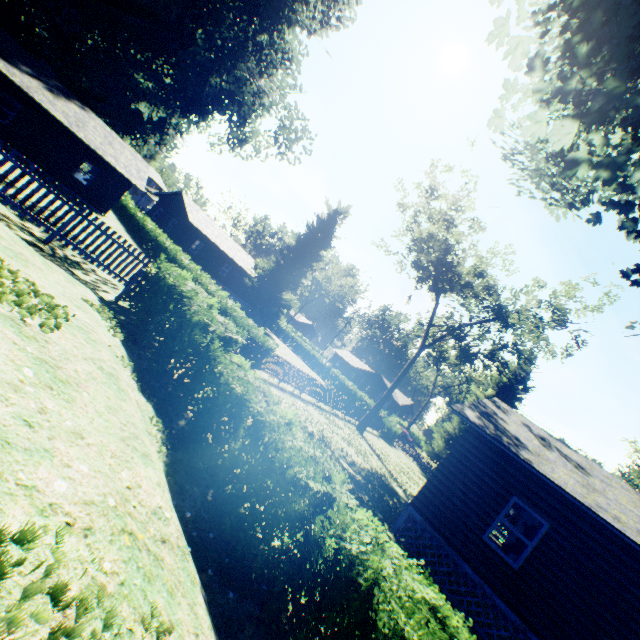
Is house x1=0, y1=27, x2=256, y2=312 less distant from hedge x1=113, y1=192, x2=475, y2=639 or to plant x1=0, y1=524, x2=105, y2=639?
plant x1=0, y1=524, x2=105, y2=639

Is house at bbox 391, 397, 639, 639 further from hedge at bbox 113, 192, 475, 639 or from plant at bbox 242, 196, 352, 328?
hedge at bbox 113, 192, 475, 639

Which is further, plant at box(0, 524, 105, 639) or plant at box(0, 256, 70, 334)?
plant at box(0, 256, 70, 334)

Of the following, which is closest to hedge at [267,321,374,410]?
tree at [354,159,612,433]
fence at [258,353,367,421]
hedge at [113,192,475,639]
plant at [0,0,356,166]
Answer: fence at [258,353,367,421]

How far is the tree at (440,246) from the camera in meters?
22.9 m

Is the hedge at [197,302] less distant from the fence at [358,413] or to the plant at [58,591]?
the plant at [58,591]

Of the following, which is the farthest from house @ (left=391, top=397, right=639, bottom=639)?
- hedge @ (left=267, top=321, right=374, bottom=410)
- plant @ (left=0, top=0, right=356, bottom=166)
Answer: hedge @ (left=267, top=321, right=374, bottom=410)

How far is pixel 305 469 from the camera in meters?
4.9
